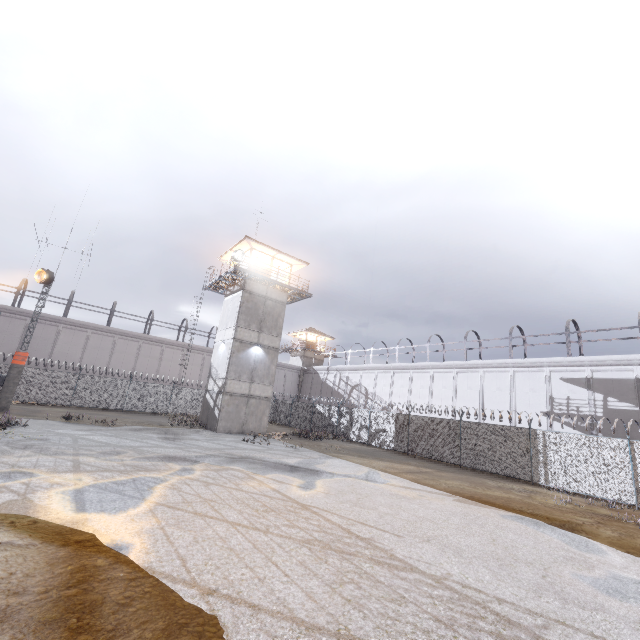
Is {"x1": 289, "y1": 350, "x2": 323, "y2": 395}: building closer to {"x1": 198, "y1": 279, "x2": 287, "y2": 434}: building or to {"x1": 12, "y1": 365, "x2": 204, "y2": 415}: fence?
{"x1": 12, "y1": 365, "x2": 204, "y2": 415}: fence

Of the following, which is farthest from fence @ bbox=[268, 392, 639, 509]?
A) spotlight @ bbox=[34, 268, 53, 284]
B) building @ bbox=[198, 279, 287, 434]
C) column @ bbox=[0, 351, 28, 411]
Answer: building @ bbox=[198, 279, 287, 434]

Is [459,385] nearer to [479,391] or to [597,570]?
[479,391]

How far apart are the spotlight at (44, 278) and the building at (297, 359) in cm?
3368

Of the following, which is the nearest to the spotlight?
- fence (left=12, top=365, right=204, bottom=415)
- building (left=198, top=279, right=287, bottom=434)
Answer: fence (left=12, top=365, right=204, bottom=415)

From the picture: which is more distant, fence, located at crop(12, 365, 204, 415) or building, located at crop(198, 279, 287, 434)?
fence, located at crop(12, 365, 204, 415)

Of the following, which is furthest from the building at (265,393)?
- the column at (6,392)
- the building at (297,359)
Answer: the building at (297,359)
